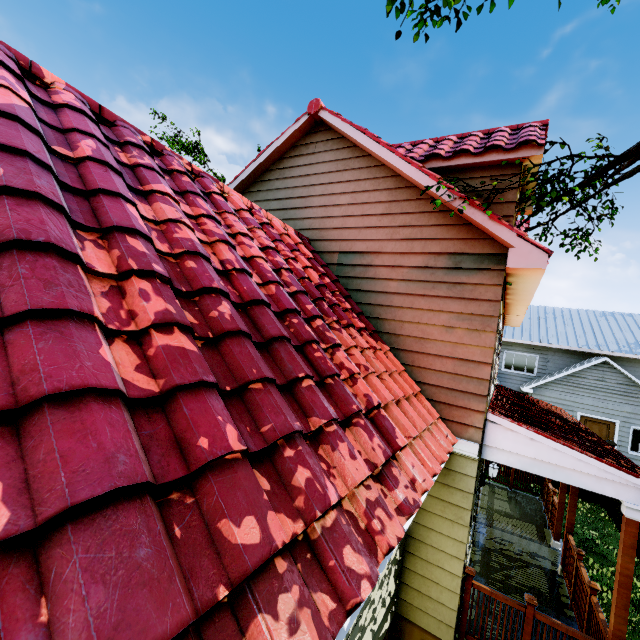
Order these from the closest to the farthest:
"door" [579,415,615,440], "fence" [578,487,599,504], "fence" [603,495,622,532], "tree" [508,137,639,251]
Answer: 1. "tree" [508,137,639,251]
2. "fence" [603,495,622,532]
3. "fence" [578,487,599,504]
4. "door" [579,415,615,440]

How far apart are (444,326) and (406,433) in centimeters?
237cm

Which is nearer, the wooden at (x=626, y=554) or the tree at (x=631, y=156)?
the wooden at (x=626, y=554)

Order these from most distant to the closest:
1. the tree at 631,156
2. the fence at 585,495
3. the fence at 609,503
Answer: the fence at 585,495 → the fence at 609,503 → the tree at 631,156

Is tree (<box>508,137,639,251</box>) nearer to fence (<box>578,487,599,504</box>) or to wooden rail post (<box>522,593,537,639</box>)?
fence (<box>578,487,599,504</box>)

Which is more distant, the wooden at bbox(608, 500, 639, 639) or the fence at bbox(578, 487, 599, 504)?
the fence at bbox(578, 487, 599, 504)

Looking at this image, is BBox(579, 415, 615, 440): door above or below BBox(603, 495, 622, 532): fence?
above

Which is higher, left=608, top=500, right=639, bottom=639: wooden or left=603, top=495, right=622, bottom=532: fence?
left=608, top=500, right=639, bottom=639: wooden
